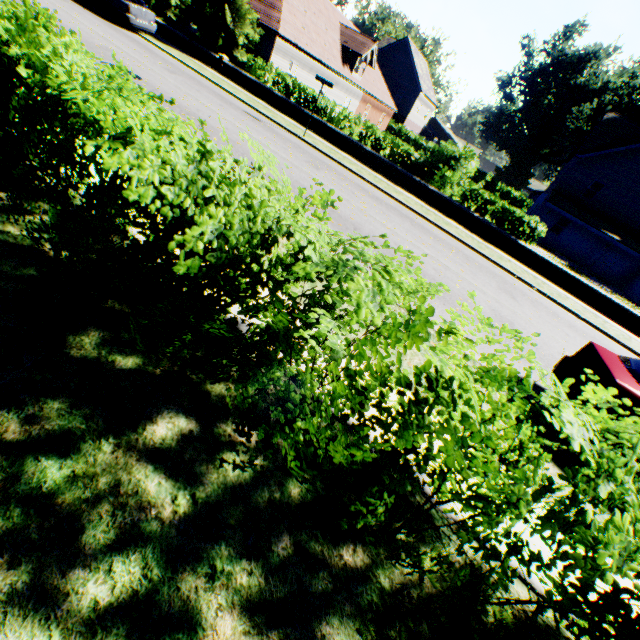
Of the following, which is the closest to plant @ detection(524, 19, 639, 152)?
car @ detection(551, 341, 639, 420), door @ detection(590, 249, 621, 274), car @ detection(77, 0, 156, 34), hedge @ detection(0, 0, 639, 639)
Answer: hedge @ detection(0, 0, 639, 639)

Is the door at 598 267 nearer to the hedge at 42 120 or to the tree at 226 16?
the hedge at 42 120

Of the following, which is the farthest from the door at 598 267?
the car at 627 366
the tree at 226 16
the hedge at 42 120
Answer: the tree at 226 16

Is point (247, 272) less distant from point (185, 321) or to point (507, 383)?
point (185, 321)

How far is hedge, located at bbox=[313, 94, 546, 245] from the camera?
15.5m

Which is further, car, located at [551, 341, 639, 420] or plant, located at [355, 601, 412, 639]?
car, located at [551, 341, 639, 420]

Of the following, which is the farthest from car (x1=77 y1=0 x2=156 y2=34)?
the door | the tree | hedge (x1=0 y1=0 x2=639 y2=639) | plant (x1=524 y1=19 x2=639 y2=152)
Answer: plant (x1=524 y1=19 x2=639 y2=152)
